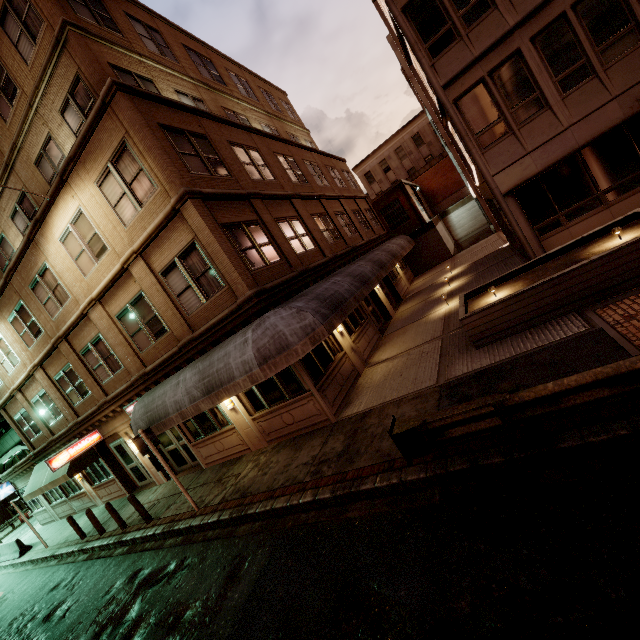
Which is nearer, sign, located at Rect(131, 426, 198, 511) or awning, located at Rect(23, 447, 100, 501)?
sign, located at Rect(131, 426, 198, 511)

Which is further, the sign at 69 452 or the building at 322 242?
the sign at 69 452

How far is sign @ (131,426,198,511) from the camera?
9.70m

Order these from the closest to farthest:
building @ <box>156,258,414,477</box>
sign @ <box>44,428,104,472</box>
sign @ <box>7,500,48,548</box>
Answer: building @ <box>156,258,414,477</box> → sign @ <box>44,428,104,472</box> → sign @ <box>7,500,48,548</box>

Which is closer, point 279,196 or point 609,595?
point 609,595

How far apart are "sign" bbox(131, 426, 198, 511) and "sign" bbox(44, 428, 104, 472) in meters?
7.8 m

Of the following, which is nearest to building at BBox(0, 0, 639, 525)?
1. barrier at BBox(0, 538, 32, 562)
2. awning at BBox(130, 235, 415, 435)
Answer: awning at BBox(130, 235, 415, 435)

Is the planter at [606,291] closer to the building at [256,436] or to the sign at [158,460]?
the building at [256,436]
